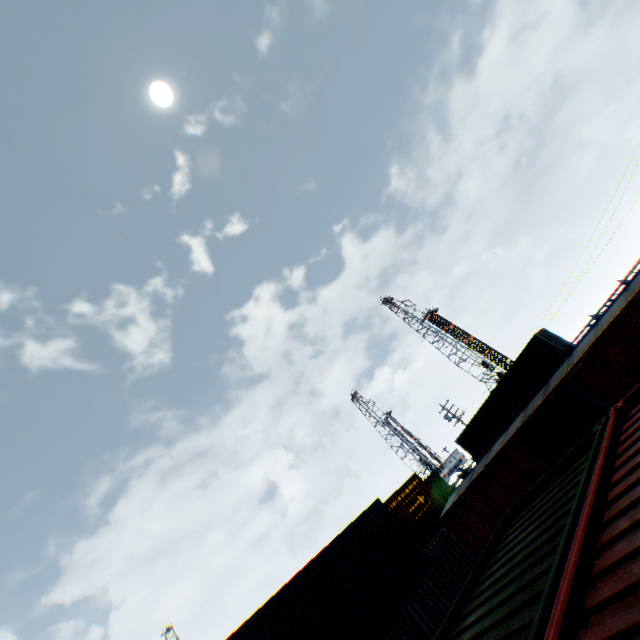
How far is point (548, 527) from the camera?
3.65m

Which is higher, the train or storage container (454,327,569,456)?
storage container (454,327,569,456)

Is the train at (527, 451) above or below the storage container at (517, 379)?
below

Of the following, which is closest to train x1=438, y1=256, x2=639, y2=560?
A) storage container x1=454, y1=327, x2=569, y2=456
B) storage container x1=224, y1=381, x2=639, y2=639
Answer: storage container x1=224, y1=381, x2=639, y2=639

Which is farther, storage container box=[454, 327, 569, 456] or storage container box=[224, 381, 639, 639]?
storage container box=[454, 327, 569, 456]

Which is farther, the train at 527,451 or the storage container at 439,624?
the train at 527,451

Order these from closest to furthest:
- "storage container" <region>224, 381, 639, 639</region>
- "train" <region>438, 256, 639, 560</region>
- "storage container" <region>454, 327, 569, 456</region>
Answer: "storage container" <region>224, 381, 639, 639</region>
"train" <region>438, 256, 639, 560</region>
"storage container" <region>454, 327, 569, 456</region>
